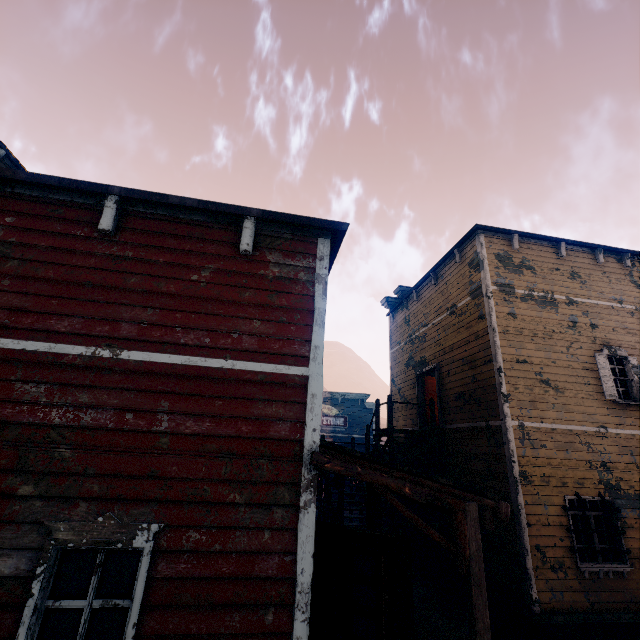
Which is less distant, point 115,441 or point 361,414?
point 115,441

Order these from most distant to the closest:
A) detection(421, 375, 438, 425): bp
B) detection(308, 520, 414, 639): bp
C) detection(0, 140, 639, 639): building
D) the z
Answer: detection(421, 375, 438, 425): bp, the z, detection(308, 520, 414, 639): bp, detection(0, 140, 639, 639): building

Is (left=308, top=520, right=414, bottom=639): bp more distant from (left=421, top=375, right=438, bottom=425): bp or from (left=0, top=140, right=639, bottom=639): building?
(left=421, top=375, right=438, bottom=425): bp

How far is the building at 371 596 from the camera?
5.7m

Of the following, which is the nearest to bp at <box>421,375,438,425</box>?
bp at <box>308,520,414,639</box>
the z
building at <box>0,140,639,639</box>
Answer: building at <box>0,140,639,639</box>

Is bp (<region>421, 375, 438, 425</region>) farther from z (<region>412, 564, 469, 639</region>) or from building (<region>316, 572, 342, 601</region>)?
z (<region>412, 564, 469, 639</region>)

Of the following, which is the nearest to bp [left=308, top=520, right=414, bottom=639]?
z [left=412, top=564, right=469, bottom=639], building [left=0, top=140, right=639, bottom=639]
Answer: building [left=0, top=140, right=639, bottom=639]

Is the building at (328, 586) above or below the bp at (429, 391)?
below
